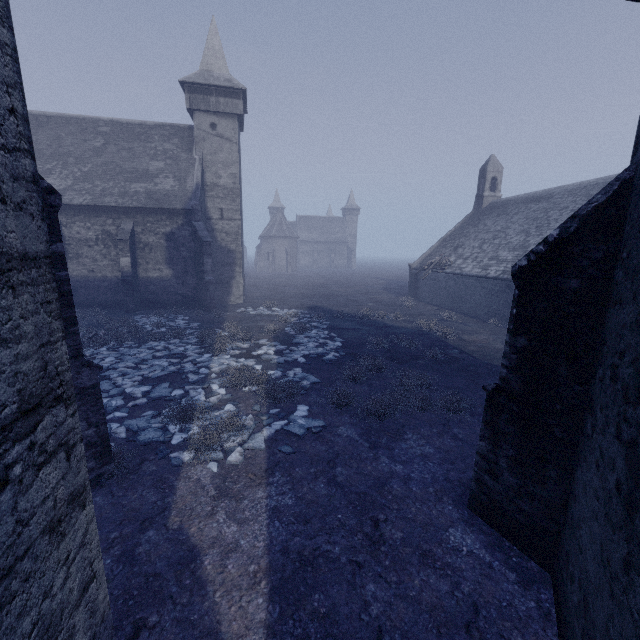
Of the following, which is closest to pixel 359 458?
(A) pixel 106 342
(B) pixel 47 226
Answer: (B) pixel 47 226

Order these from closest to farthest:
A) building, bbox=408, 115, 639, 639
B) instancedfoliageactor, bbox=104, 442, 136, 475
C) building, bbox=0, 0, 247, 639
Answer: building, bbox=0, 0, 247, 639
building, bbox=408, 115, 639, 639
instancedfoliageactor, bbox=104, 442, 136, 475

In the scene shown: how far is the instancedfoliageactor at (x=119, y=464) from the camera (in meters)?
5.89

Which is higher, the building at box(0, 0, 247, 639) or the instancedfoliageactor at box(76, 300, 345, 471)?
the building at box(0, 0, 247, 639)

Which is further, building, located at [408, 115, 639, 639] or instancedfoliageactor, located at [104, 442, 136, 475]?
instancedfoliageactor, located at [104, 442, 136, 475]

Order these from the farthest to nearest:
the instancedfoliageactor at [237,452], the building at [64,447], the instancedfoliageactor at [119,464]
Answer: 1. the instancedfoliageactor at [237,452]
2. the instancedfoliageactor at [119,464]
3. the building at [64,447]

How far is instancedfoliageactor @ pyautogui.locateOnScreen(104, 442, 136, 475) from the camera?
5.9 meters
